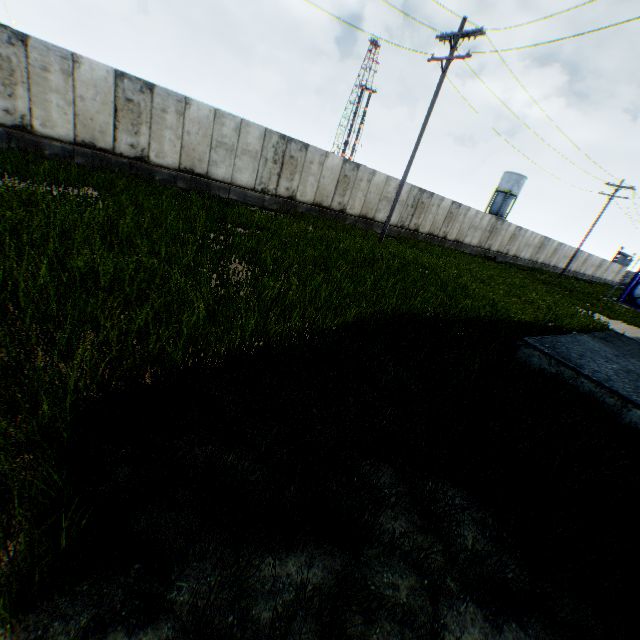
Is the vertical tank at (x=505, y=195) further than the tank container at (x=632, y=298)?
Yes

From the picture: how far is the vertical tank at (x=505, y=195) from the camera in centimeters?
5734cm

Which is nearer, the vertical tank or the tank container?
the tank container

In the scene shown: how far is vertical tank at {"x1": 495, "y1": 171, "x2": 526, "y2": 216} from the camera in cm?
5734

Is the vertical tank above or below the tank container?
above

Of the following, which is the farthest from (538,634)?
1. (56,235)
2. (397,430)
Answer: (56,235)
